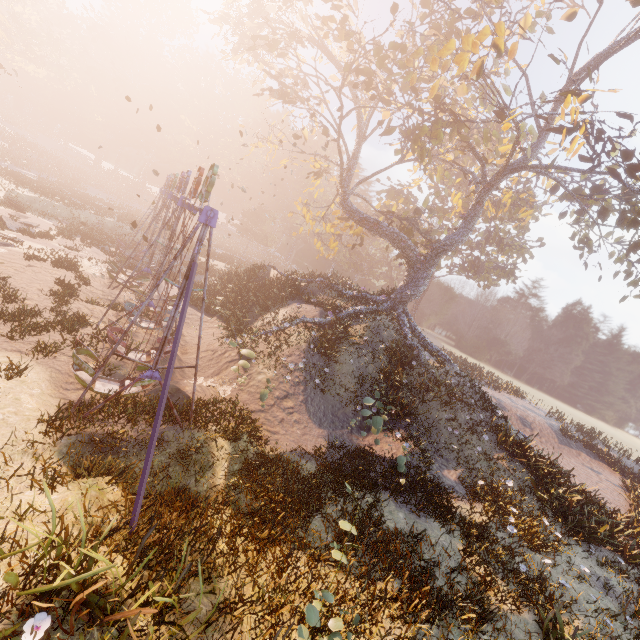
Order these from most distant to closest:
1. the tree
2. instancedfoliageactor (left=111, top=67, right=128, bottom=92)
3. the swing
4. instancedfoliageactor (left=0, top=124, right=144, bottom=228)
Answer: instancedfoliageactor (left=111, top=67, right=128, bottom=92)
instancedfoliageactor (left=0, top=124, right=144, bottom=228)
the tree
the swing

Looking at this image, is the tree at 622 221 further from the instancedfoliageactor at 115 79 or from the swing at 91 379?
the instancedfoliageactor at 115 79

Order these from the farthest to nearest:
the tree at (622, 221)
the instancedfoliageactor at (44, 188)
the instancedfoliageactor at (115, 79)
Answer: the instancedfoliageactor at (115, 79)
the instancedfoliageactor at (44, 188)
the tree at (622, 221)

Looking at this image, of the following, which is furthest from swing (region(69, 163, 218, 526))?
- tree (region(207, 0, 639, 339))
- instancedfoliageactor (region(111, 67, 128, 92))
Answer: instancedfoliageactor (region(111, 67, 128, 92))

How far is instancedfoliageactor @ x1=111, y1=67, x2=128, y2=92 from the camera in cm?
5675

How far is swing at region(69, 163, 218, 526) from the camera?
7.2 meters

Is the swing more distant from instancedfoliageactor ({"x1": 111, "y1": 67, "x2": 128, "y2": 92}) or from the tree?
instancedfoliageactor ({"x1": 111, "y1": 67, "x2": 128, "y2": 92})

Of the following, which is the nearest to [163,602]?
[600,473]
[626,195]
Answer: [626,195]
